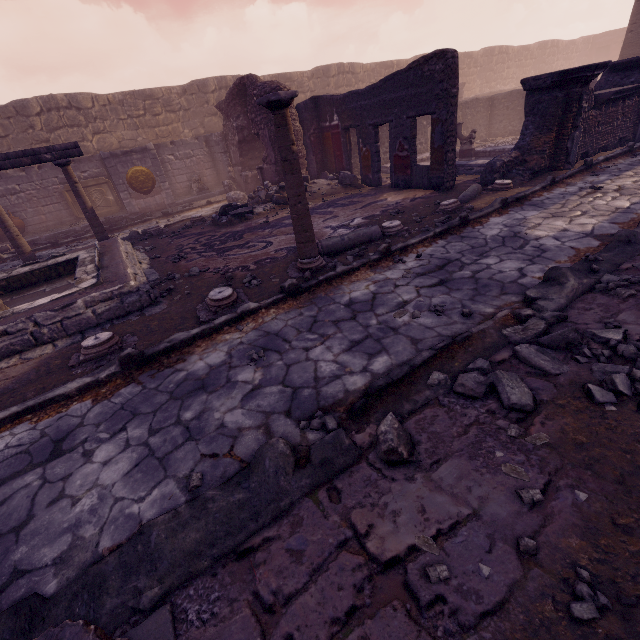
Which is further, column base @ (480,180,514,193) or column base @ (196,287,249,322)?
column base @ (480,180,514,193)

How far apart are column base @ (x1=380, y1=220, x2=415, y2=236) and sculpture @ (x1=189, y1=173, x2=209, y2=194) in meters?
11.0

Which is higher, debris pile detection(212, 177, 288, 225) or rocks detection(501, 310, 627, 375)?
debris pile detection(212, 177, 288, 225)

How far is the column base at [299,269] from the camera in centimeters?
528cm

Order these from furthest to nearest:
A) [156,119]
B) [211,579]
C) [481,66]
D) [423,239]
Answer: [481,66], [156,119], [423,239], [211,579]

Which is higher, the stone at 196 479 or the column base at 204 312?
the column base at 204 312

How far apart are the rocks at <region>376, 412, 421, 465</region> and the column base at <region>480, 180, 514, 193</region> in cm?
652

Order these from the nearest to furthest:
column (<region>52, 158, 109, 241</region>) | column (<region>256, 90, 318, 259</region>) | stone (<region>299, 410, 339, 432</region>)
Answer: → stone (<region>299, 410, 339, 432</region>) < column (<region>256, 90, 318, 259</region>) < column (<region>52, 158, 109, 241</region>)
